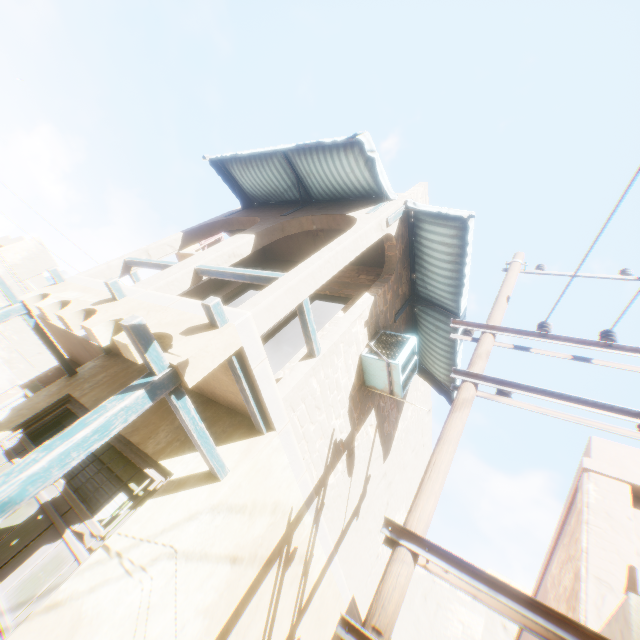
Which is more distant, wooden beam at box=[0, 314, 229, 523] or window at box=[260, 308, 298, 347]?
window at box=[260, 308, 298, 347]

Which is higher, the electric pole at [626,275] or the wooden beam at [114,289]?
the electric pole at [626,275]

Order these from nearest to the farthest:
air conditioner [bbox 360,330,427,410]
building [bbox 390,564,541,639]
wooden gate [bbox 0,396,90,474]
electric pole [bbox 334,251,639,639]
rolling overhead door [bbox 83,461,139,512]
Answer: electric pole [bbox 334,251,639,639]
rolling overhead door [bbox 83,461,139,512]
wooden gate [bbox 0,396,90,474]
air conditioner [bbox 360,330,427,410]
building [bbox 390,564,541,639]

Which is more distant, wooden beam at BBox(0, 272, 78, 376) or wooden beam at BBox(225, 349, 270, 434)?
wooden beam at BBox(0, 272, 78, 376)

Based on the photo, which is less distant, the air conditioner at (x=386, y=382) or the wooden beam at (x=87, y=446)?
the wooden beam at (x=87, y=446)

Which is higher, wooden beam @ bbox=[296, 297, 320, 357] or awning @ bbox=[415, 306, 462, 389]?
awning @ bbox=[415, 306, 462, 389]

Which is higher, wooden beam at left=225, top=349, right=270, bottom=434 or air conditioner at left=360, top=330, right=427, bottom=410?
air conditioner at left=360, top=330, right=427, bottom=410

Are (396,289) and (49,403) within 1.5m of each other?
no
